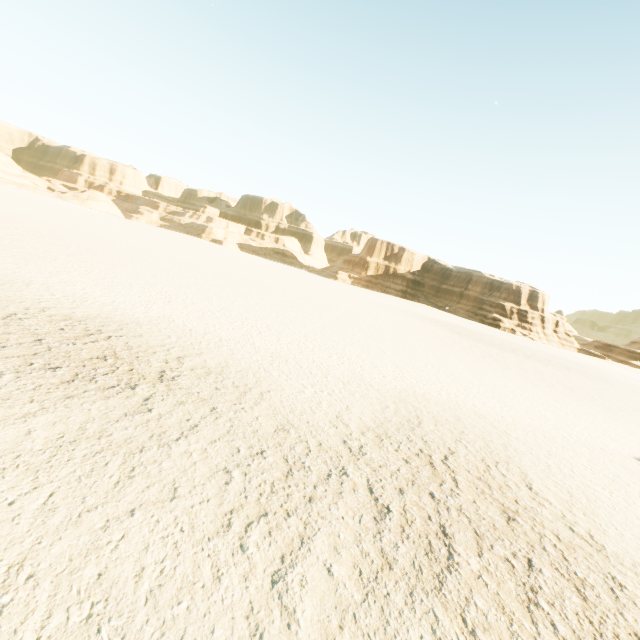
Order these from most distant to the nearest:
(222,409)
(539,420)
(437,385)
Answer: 1. (437,385)
2. (539,420)
3. (222,409)
